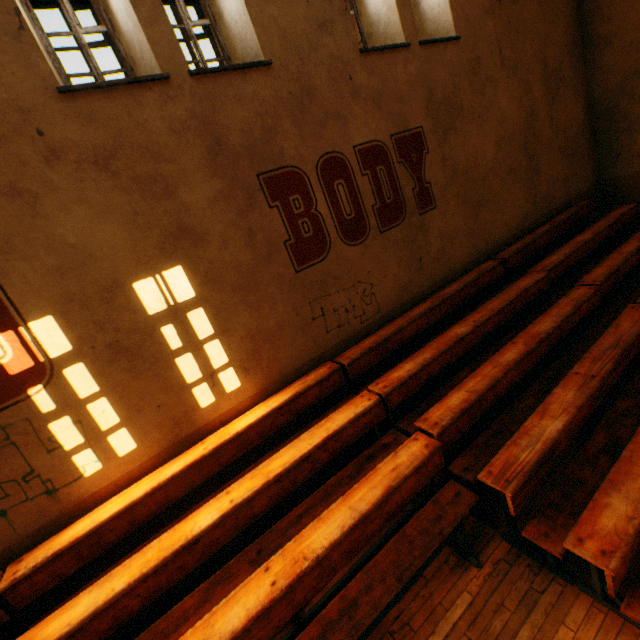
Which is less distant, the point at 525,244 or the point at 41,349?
the point at 41,349
